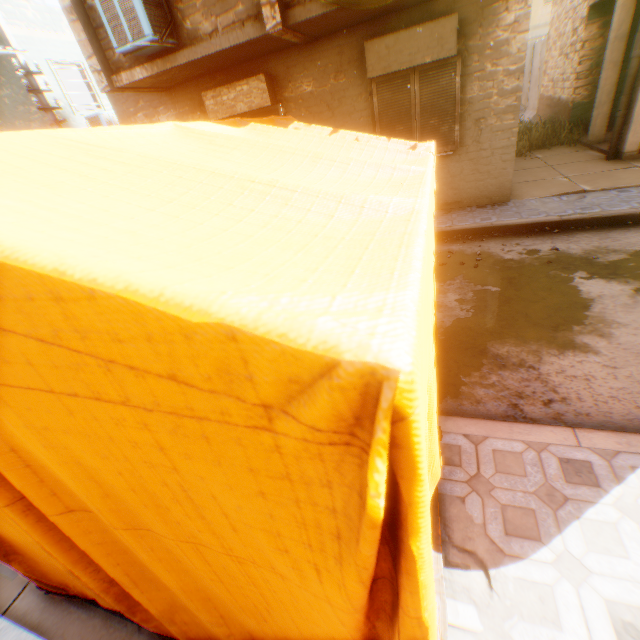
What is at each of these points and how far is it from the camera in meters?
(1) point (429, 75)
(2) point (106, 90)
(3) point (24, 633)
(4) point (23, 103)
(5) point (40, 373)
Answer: (1) shutter, 6.2 m
(2) building, 6.4 m
(3) building, 2.0 m
(4) building, 10.5 m
(5) tent, 0.6 m

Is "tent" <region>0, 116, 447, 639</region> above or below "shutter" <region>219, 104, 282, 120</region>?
below

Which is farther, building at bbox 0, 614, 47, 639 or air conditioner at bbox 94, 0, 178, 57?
air conditioner at bbox 94, 0, 178, 57

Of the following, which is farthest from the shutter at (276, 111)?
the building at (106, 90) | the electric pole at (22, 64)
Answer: the electric pole at (22, 64)

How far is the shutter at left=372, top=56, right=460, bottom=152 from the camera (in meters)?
6.17

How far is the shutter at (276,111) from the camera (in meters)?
7.29

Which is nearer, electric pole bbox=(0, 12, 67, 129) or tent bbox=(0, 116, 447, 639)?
tent bbox=(0, 116, 447, 639)

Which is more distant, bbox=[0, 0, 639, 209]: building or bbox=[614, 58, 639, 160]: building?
bbox=[614, 58, 639, 160]: building
